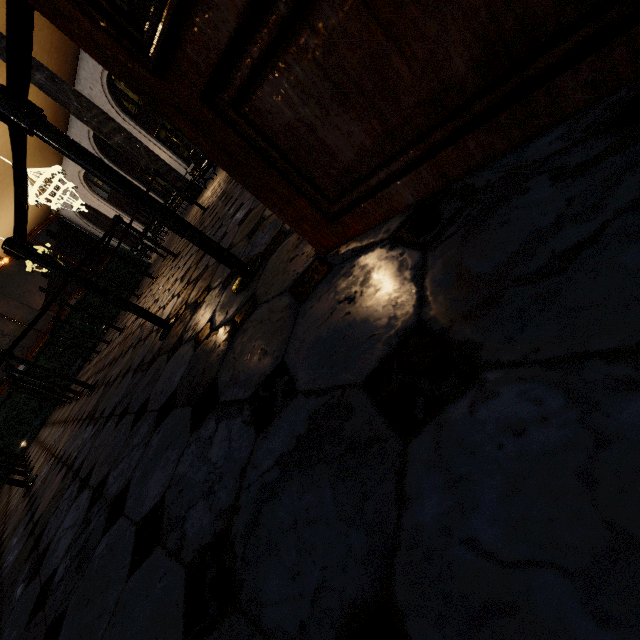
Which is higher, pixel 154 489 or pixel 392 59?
pixel 392 59
